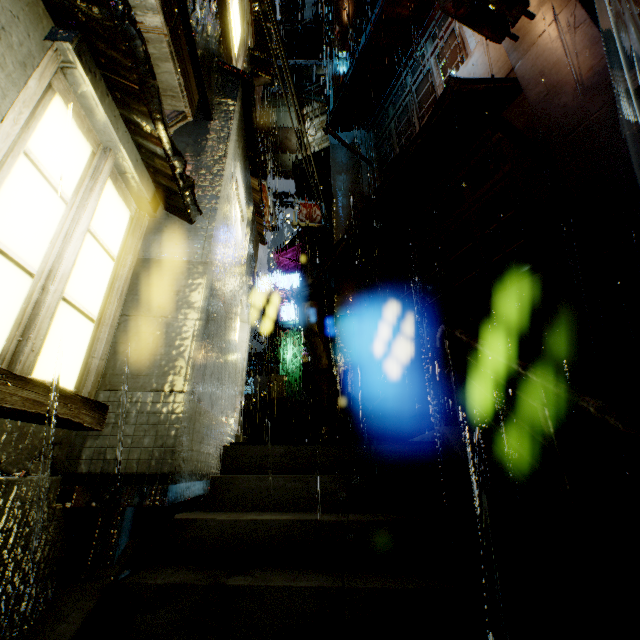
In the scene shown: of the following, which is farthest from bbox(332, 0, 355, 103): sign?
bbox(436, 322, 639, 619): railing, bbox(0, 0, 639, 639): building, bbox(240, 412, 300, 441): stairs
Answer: bbox(436, 322, 639, 619): railing

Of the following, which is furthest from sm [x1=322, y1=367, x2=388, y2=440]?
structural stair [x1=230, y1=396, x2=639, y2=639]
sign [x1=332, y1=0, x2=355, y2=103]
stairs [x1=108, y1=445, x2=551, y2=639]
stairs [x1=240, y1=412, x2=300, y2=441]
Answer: sign [x1=332, y1=0, x2=355, y2=103]

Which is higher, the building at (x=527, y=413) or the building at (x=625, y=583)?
the building at (x=527, y=413)

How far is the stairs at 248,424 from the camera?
9.2m

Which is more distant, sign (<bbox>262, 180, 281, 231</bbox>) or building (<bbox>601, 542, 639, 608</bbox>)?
sign (<bbox>262, 180, 281, 231</bbox>)

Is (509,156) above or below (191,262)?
above

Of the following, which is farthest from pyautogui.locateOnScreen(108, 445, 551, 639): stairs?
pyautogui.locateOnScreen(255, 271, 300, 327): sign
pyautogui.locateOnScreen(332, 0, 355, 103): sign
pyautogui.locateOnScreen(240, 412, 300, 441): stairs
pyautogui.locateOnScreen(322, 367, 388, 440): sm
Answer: pyautogui.locateOnScreen(255, 271, 300, 327): sign
